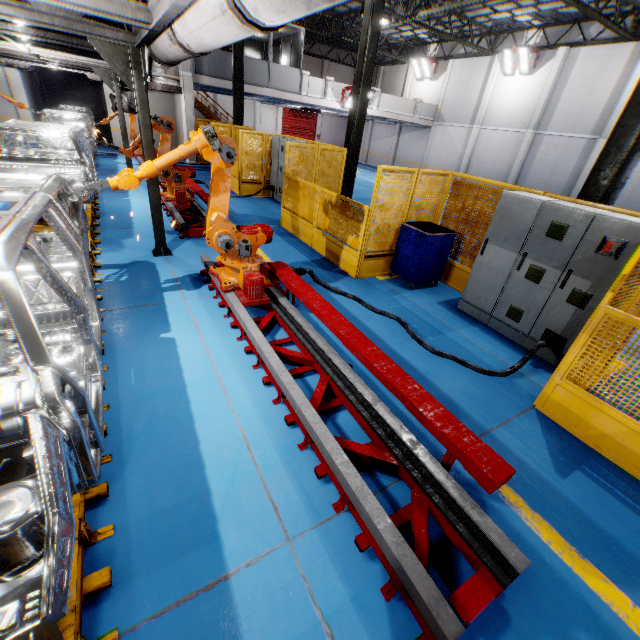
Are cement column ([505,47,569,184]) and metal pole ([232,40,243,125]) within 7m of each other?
no

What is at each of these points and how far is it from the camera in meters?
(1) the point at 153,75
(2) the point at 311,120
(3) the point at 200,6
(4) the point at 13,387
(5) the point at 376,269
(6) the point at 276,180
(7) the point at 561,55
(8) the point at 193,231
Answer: (1) vent pipe, 5.2 m
(2) door, 32.0 m
(3) vent pipe, 2.5 m
(4) chassis, 1.7 m
(5) metal panel, 7.1 m
(6) cabinet, 12.3 m
(7) cement column, 17.5 m
(8) metal platform, 7.7 m

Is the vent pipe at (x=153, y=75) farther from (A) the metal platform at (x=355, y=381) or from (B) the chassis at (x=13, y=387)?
(A) the metal platform at (x=355, y=381)

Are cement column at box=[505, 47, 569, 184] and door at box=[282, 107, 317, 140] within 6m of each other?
no

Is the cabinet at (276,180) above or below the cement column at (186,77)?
below

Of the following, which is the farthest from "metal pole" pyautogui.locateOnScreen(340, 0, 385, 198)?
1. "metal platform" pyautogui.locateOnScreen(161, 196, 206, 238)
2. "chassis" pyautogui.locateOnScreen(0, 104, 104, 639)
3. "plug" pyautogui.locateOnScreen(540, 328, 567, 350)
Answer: "plug" pyautogui.locateOnScreen(540, 328, 567, 350)

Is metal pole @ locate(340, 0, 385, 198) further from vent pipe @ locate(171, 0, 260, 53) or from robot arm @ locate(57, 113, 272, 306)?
vent pipe @ locate(171, 0, 260, 53)

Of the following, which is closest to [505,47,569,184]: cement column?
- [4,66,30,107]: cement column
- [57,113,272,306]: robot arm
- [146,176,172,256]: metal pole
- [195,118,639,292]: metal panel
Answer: [195,118,639,292]: metal panel
